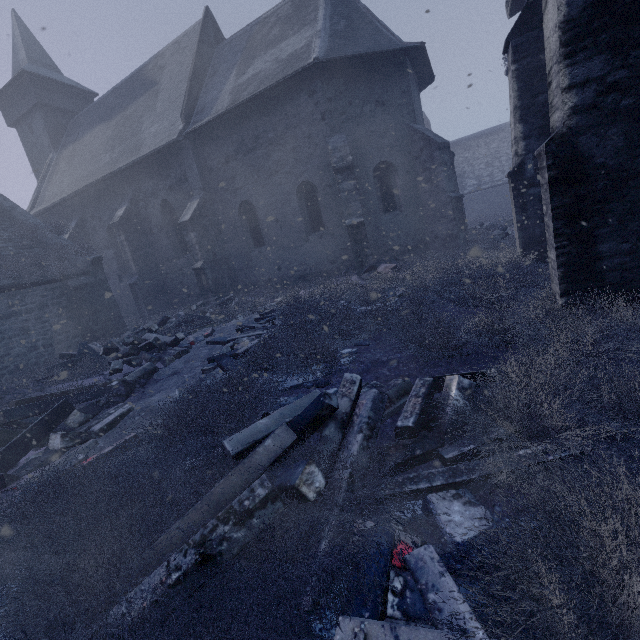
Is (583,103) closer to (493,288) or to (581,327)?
(581,327)

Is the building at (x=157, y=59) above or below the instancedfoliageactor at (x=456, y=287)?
above

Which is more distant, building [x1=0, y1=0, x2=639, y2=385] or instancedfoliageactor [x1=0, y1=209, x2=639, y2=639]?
building [x1=0, y1=0, x2=639, y2=385]

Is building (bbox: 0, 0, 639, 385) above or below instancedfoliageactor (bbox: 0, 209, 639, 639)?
above

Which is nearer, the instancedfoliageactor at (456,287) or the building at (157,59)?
the instancedfoliageactor at (456,287)
